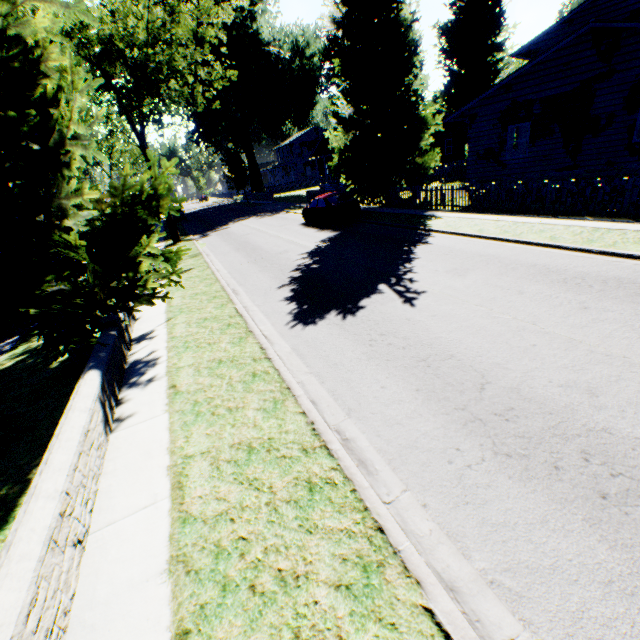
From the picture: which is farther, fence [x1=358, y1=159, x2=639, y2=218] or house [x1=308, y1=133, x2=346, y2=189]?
house [x1=308, y1=133, x2=346, y2=189]

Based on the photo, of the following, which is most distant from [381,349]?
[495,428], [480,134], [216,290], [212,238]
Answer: [212,238]

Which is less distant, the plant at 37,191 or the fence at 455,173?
the plant at 37,191

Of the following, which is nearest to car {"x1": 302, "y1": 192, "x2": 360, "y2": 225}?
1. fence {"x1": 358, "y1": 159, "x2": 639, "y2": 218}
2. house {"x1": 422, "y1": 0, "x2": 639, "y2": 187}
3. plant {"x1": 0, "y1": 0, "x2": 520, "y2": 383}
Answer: plant {"x1": 0, "y1": 0, "x2": 520, "y2": 383}

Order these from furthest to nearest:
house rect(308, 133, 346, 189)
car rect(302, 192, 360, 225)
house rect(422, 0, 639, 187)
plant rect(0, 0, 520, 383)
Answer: house rect(308, 133, 346, 189)
car rect(302, 192, 360, 225)
house rect(422, 0, 639, 187)
plant rect(0, 0, 520, 383)

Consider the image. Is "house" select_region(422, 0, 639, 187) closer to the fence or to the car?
the fence

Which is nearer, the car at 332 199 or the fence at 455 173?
the fence at 455 173

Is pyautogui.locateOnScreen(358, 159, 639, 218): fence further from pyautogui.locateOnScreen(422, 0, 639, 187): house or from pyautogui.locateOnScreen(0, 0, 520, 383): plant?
pyautogui.locateOnScreen(422, 0, 639, 187): house
